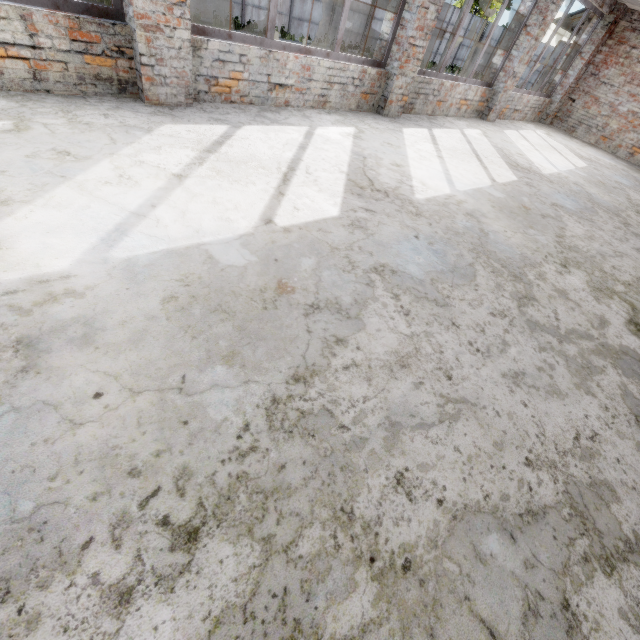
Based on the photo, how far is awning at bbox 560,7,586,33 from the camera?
10.70m

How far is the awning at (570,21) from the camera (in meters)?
10.70

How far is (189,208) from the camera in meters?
2.7 m
